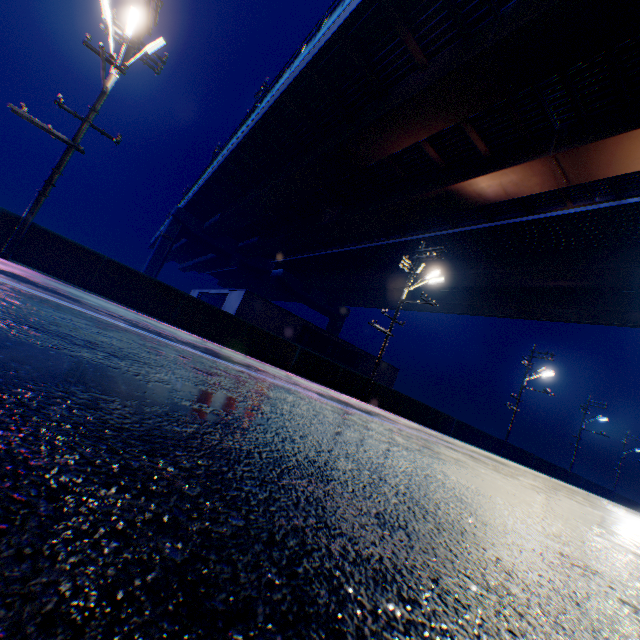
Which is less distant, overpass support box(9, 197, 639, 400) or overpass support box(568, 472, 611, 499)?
overpass support box(9, 197, 639, 400)

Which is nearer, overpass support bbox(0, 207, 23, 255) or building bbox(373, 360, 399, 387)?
overpass support bbox(0, 207, 23, 255)

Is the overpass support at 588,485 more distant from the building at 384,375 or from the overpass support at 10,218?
the building at 384,375

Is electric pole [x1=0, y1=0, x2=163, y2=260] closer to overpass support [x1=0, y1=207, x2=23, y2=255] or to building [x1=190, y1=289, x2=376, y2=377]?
overpass support [x1=0, y1=207, x2=23, y2=255]

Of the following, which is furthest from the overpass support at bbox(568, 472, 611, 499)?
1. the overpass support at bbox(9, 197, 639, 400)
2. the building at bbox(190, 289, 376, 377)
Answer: the building at bbox(190, 289, 376, 377)

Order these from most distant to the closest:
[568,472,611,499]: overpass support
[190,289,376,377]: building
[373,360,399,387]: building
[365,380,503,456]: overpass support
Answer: [568,472,611,499]: overpass support
[373,360,399,387]: building
[190,289,376,377]: building
[365,380,503,456]: overpass support

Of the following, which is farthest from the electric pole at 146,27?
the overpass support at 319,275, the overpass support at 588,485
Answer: the overpass support at 588,485

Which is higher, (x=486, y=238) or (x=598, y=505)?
(x=486, y=238)
